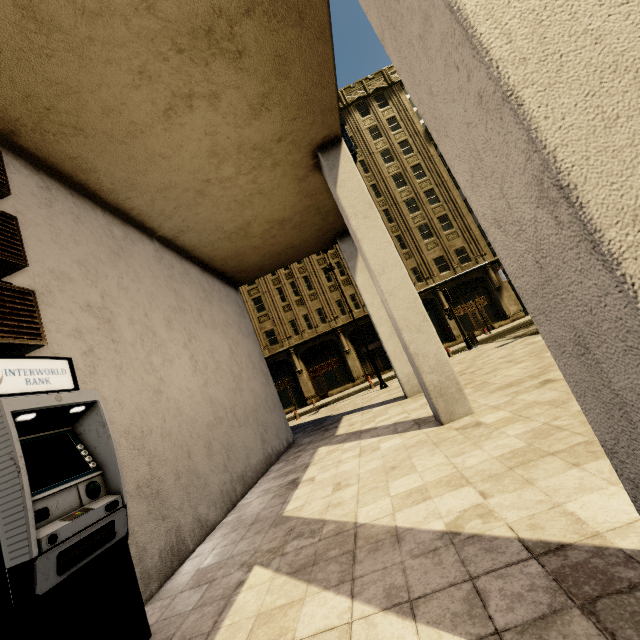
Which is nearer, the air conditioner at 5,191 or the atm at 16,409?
the atm at 16,409

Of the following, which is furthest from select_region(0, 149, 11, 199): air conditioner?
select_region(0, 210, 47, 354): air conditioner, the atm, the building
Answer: the atm

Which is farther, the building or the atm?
the atm

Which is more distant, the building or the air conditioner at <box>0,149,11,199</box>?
the air conditioner at <box>0,149,11,199</box>

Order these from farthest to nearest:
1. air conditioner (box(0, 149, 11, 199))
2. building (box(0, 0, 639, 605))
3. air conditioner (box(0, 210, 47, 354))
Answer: air conditioner (box(0, 149, 11, 199)) < air conditioner (box(0, 210, 47, 354)) < building (box(0, 0, 639, 605))

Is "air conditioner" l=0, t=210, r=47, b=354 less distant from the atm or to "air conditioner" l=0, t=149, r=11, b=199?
the atm

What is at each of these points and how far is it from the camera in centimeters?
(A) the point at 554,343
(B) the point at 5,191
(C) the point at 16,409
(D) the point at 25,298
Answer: (A) building, 151cm
(B) air conditioner, 353cm
(C) atm, 201cm
(D) air conditioner, 334cm

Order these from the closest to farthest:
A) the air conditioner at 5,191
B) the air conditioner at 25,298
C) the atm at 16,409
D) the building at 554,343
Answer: the building at 554,343 → the atm at 16,409 → the air conditioner at 25,298 → the air conditioner at 5,191
